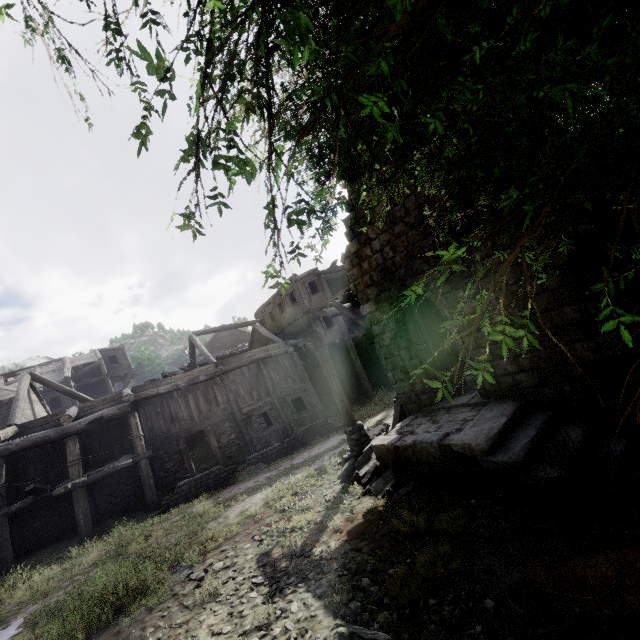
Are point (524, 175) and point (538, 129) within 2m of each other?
yes

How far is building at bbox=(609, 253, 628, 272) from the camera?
6.87m

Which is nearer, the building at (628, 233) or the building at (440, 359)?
the building at (628, 233)

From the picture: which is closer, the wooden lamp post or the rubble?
the rubble

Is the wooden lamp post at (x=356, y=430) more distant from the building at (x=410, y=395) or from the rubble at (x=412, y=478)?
the building at (x=410, y=395)
